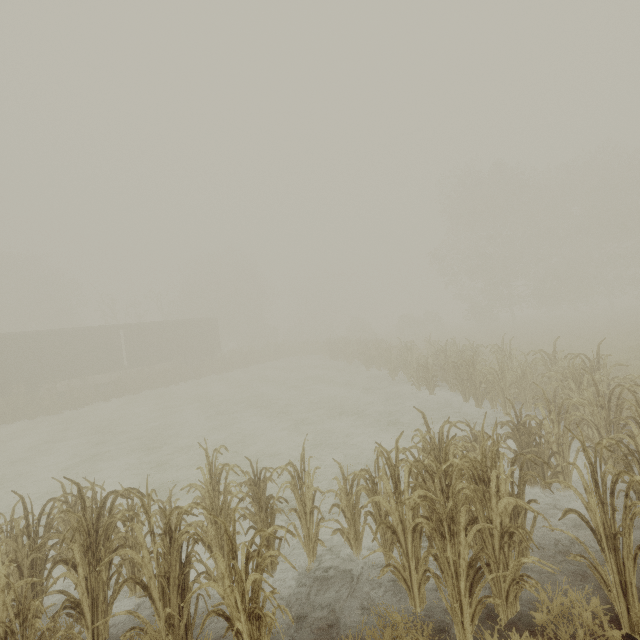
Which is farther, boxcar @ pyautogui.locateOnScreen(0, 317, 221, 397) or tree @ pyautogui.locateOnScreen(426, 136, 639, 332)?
tree @ pyautogui.locateOnScreen(426, 136, 639, 332)

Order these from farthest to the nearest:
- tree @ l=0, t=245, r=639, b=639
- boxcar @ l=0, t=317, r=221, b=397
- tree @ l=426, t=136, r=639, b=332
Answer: tree @ l=426, t=136, r=639, b=332
boxcar @ l=0, t=317, r=221, b=397
tree @ l=0, t=245, r=639, b=639

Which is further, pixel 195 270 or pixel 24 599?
pixel 195 270

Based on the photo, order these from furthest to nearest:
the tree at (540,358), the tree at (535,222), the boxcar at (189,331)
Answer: the tree at (535,222) → the boxcar at (189,331) → the tree at (540,358)

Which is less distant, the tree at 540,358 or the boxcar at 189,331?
the tree at 540,358

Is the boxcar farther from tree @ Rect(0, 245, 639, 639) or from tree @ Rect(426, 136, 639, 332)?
tree @ Rect(426, 136, 639, 332)

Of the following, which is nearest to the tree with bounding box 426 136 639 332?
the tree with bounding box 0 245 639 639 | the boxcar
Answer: the tree with bounding box 0 245 639 639
